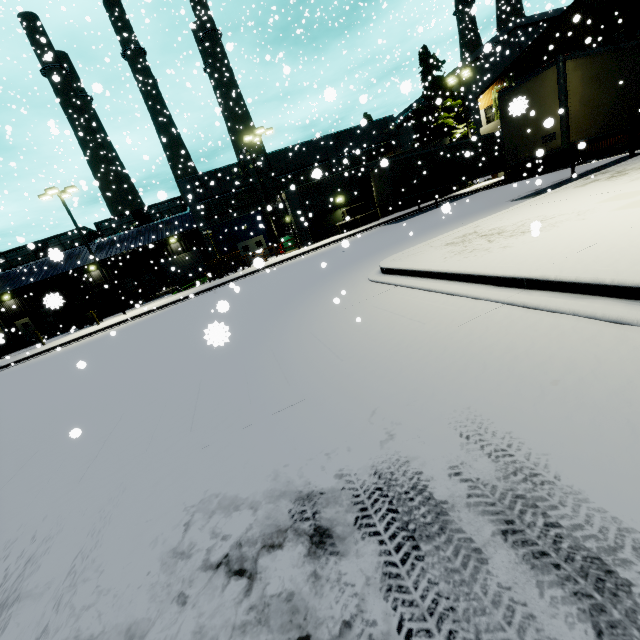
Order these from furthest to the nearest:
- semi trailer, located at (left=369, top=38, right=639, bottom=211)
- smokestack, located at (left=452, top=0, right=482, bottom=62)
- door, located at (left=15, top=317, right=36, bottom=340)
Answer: smokestack, located at (left=452, top=0, right=482, bottom=62) < door, located at (left=15, top=317, right=36, bottom=340) < semi trailer, located at (left=369, top=38, right=639, bottom=211)

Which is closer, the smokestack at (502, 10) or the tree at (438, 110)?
the tree at (438, 110)

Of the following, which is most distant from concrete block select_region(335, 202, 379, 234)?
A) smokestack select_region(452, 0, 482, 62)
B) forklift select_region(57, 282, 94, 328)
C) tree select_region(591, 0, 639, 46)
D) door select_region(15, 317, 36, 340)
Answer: door select_region(15, 317, 36, 340)

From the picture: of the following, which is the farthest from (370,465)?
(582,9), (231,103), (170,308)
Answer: (582,9)

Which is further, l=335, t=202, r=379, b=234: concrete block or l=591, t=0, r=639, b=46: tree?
l=335, t=202, r=379, b=234: concrete block

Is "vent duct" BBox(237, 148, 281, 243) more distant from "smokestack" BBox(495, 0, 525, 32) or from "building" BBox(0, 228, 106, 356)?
"smokestack" BBox(495, 0, 525, 32)

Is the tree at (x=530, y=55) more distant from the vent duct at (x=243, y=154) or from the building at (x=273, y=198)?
the vent duct at (x=243, y=154)

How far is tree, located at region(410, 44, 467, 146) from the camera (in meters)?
31.62
